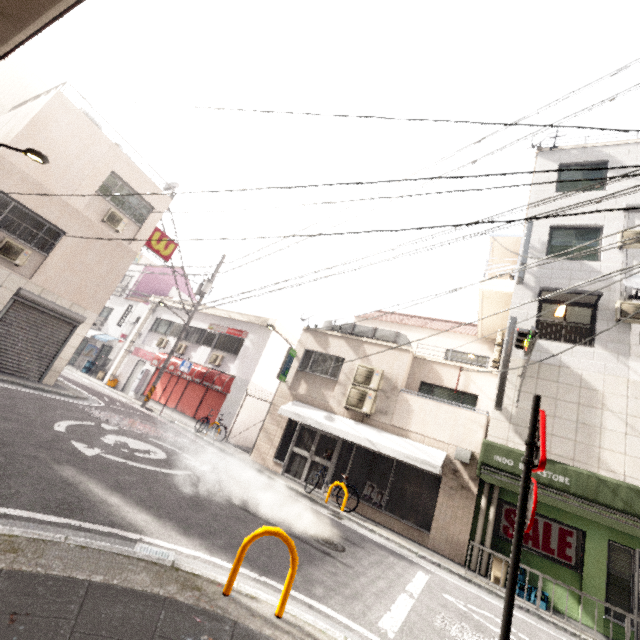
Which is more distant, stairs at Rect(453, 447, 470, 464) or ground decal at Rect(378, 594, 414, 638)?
stairs at Rect(453, 447, 470, 464)

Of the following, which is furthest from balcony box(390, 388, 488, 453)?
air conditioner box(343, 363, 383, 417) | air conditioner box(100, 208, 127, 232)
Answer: air conditioner box(100, 208, 127, 232)

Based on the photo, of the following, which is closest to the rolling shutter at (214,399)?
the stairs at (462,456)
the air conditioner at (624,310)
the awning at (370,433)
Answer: the awning at (370,433)

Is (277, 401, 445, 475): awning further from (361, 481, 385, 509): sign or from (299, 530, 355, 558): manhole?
(299, 530, 355, 558): manhole

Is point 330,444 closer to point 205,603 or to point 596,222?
point 205,603

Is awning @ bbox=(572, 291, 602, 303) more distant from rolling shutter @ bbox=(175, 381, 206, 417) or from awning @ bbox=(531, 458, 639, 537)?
rolling shutter @ bbox=(175, 381, 206, 417)

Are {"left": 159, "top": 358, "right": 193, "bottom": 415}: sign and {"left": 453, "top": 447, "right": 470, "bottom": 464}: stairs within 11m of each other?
no

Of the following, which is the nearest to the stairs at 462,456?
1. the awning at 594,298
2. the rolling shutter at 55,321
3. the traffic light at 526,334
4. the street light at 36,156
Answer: the traffic light at 526,334
